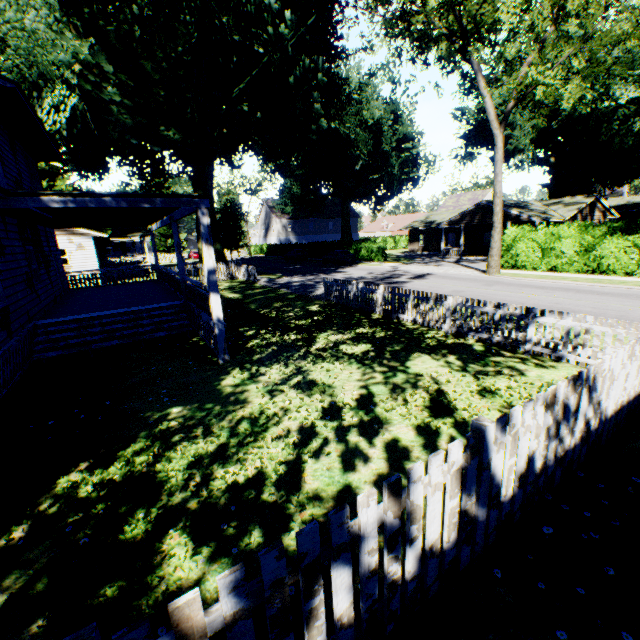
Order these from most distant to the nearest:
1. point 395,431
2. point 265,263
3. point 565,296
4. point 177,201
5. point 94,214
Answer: point 265,263
point 565,296
point 94,214
point 177,201
point 395,431

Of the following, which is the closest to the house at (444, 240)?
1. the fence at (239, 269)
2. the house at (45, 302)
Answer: the fence at (239, 269)

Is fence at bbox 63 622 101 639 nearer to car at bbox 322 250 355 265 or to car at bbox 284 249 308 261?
car at bbox 322 250 355 265

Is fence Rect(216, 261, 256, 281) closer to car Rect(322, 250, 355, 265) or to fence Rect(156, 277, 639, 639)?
fence Rect(156, 277, 639, 639)

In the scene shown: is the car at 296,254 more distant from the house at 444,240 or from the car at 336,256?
the house at 444,240

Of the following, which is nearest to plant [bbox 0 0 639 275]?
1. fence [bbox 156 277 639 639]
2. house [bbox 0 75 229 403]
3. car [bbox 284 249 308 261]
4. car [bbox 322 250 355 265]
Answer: house [bbox 0 75 229 403]

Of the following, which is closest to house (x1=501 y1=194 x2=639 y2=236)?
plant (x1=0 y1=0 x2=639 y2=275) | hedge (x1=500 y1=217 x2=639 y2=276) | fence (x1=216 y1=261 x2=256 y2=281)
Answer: plant (x1=0 y1=0 x2=639 y2=275)

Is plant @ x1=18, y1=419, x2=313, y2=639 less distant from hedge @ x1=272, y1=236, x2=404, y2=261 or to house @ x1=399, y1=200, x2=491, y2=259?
house @ x1=399, y1=200, x2=491, y2=259
